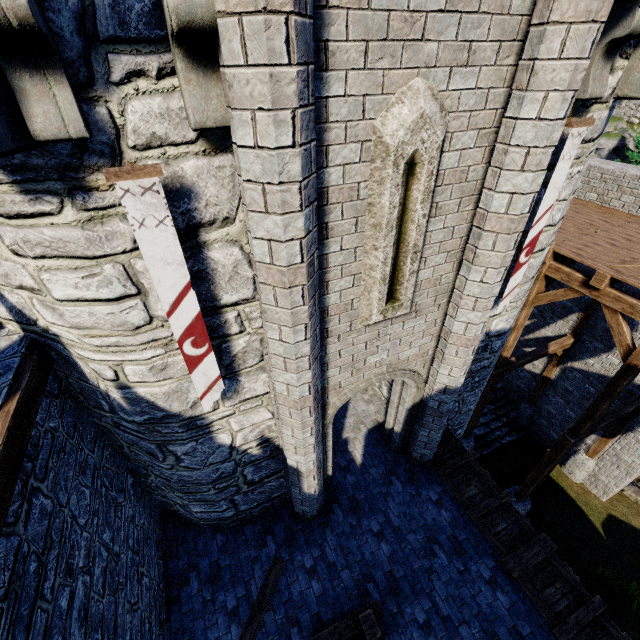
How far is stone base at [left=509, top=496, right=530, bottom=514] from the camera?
10.98m

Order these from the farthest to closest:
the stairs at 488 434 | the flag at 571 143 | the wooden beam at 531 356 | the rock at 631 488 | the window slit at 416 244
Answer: the stairs at 488 434 < the rock at 631 488 < the wooden beam at 531 356 < the flag at 571 143 < the window slit at 416 244

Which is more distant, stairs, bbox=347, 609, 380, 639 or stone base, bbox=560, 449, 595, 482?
stone base, bbox=560, 449, 595, 482

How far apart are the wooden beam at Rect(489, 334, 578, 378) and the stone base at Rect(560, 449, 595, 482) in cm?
435

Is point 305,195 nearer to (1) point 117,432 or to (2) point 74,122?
(2) point 74,122

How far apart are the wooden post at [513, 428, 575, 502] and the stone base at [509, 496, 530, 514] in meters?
0.0 m

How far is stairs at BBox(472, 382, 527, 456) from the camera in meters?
14.1 m

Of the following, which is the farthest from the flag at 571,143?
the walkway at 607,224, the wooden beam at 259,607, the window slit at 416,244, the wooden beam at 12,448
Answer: the wooden beam at 12,448
